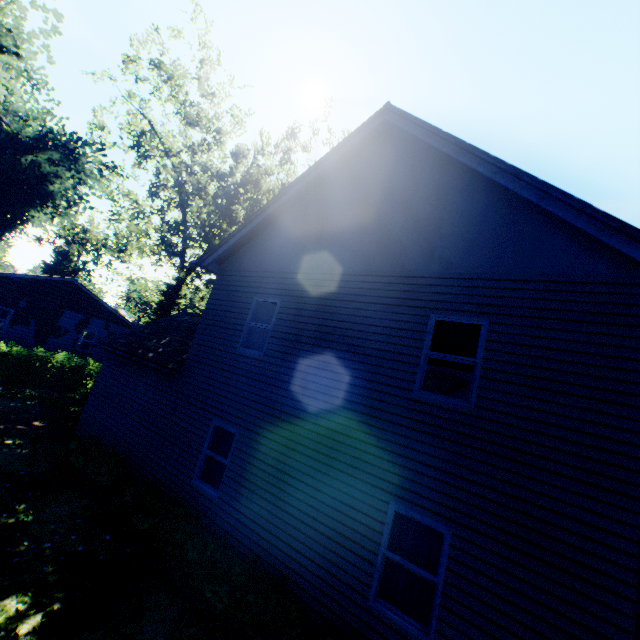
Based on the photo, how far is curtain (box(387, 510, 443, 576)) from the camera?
5.37m

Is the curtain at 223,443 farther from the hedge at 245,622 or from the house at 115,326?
the house at 115,326

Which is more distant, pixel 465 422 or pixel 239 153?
pixel 239 153

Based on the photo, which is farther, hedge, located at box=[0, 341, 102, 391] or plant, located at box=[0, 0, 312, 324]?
plant, located at box=[0, 0, 312, 324]

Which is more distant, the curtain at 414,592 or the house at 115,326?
the house at 115,326

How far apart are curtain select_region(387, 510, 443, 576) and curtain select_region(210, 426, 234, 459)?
4.2 meters

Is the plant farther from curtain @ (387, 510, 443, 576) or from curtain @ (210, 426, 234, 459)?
curtain @ (387, 510, 443, 576)

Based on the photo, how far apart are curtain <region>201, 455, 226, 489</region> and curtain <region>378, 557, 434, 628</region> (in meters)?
4.23
